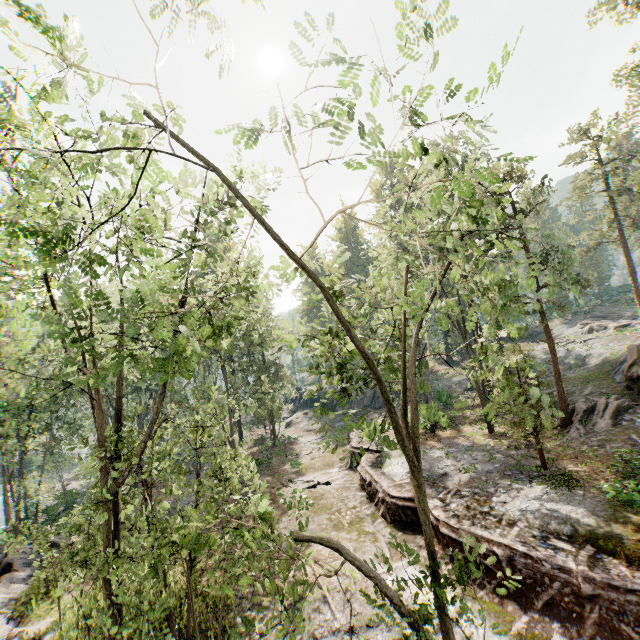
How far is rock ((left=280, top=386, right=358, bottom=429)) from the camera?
43.4m

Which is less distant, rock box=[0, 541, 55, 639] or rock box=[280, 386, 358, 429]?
rock box=[0, 541, 55, 639]

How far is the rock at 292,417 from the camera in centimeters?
4344cm

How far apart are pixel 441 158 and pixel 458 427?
25.4 meters

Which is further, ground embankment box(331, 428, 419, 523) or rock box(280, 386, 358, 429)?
rock box(280, 386, 358, 429)

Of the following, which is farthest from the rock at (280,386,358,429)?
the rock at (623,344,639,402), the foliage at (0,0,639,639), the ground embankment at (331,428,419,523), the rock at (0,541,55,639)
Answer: the rock at (0,541,55,639)

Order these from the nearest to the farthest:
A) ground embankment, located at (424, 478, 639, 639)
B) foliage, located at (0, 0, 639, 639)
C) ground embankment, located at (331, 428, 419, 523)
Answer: foliage, located at (0, 0, 639, 639) < ground embankment, located at (424, 478, 639, 639) < ground embankment, located at (331, 428, 419, 523)

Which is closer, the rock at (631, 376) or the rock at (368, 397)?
the rock at (631, 376)
